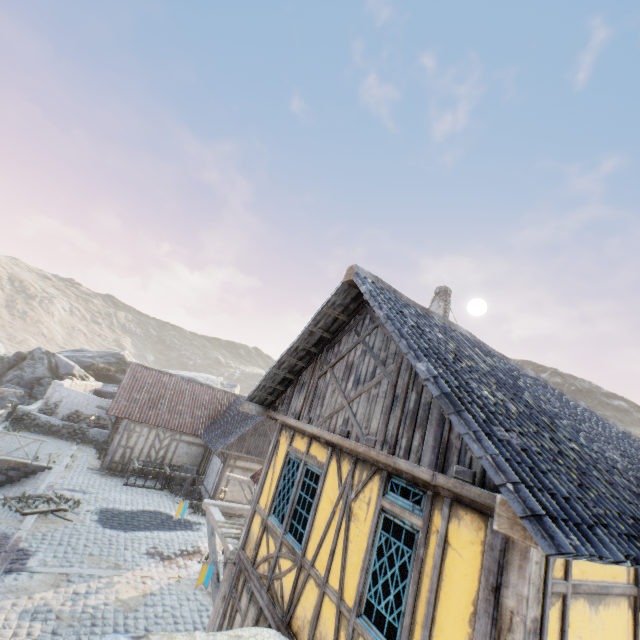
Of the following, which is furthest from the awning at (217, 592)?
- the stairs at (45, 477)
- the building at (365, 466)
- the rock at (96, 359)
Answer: the stairs at (45, 477)

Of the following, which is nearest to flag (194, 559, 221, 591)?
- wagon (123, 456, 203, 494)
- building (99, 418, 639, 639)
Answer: building (99, 418, 639, 639)

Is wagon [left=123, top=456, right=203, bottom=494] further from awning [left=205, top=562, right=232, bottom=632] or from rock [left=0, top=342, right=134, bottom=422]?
awning [left=205, top=562, right=232, bottom=632]

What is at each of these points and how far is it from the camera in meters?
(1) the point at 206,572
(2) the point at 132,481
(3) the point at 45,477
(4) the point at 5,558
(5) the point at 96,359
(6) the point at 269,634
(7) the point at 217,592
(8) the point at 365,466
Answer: (1) flag, 6.7
(2) wagon, 17.4
(3) stairs, 15.3
(4) stone blocks, 9.0
(5) rock, 36.3
(6) fabric, 4.7
(7) awning, 7.4
(8) building, 5.0

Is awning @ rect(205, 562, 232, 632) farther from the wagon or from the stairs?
the wagon

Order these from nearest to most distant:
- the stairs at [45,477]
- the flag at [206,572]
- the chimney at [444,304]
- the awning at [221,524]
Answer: the flag at [206,572]
the awning at [221,524]
the chimney at [444,304]
the stairs at [45,477]

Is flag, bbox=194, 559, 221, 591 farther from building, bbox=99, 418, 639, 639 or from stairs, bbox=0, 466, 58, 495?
stairs, bbox=0, 466, 58, 495

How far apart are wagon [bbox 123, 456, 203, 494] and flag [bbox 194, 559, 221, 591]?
12.75m
